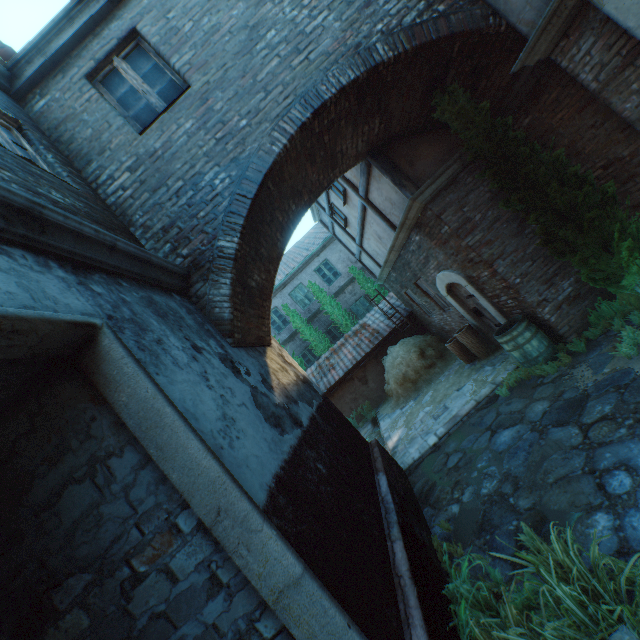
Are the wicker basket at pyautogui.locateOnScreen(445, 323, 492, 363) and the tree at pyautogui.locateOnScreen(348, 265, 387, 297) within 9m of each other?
yes

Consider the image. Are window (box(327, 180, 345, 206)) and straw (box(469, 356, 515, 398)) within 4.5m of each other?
no

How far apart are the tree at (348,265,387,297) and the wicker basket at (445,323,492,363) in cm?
818

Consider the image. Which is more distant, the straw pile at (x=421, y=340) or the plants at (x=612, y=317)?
the straw pile at (x=421, y=340)

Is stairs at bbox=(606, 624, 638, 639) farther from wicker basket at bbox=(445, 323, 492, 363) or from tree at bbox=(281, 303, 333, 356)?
tree at bbox=(281, 303, 333, 356)

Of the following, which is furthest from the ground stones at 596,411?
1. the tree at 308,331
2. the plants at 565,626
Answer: the tree at 308,331

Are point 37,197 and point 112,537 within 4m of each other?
yes

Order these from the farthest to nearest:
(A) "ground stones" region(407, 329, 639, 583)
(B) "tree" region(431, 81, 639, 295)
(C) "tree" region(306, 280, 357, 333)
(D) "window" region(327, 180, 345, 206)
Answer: (C) "tree" region(306, 280, 357, 333) → (D) "window" region(327, 180, 345, 206) → (B) "tree" region(431, 81, 639, 295) → (A) "ground stones" region(407, 329, 639, 583)
